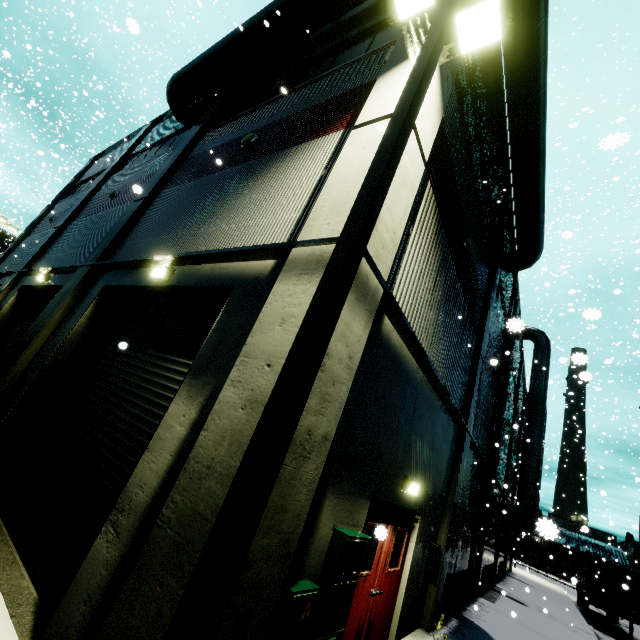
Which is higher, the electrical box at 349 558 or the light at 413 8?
the light at 413 8

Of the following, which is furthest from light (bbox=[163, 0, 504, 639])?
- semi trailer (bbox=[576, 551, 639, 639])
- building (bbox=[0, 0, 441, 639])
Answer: semi trailer (bbox=[576, 551, 639, 639])

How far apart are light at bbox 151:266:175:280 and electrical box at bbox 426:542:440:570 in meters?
8.6

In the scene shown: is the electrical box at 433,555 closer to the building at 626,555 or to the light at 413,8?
the building at 626,555

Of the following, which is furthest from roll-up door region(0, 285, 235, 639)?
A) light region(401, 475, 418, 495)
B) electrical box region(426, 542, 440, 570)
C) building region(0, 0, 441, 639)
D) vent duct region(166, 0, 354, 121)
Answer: electrical box region(426, 542, 440, 570)

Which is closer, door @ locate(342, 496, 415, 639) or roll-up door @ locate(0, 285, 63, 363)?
door @ locate(342, 496, 415, 639)

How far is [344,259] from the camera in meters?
2.4

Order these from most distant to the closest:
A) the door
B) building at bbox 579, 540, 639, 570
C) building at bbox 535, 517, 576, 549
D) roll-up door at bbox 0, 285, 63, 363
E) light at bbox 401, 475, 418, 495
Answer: building at bbox 579, 540, 639, 570
roll-up door at bbox 0, 285, 63, 363
light at bbox 401, 475, 418, 495
the door
building at bbox 535, 517, 576, 549
